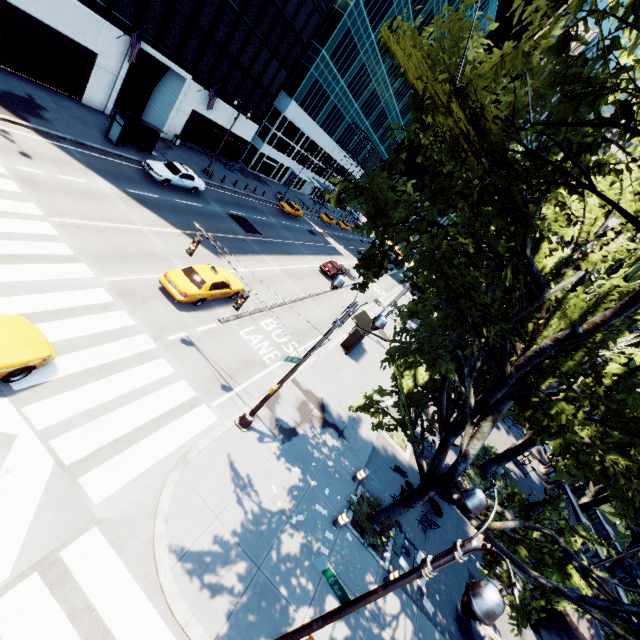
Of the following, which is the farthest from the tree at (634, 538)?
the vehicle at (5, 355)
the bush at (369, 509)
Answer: the vehicle at (5, 355)

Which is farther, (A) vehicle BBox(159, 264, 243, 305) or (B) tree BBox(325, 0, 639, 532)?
(A) vehicle BBox(159, 264, 243, 305)

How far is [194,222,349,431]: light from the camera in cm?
1066

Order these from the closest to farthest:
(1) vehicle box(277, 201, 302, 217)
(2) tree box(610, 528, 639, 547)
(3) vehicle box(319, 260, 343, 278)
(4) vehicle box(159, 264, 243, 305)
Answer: (4) vehicle box(159, 264, 243, 305) → (2) tree box(610, 528, 639, 547) → (3) vehicle box(319, 260, 343, 278) → (1) vehicle box(277, 201, 302, 217)

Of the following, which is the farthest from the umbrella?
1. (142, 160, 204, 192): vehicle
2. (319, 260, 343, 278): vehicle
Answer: (142, 160, 204, 192): vehicle

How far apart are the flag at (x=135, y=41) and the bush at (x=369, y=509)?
31.7 meters

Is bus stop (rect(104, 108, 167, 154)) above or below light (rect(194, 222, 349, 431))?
above

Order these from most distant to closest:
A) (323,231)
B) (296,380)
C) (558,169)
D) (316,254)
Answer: (323,231)
(316,254)
(296,380)
(558,169)
